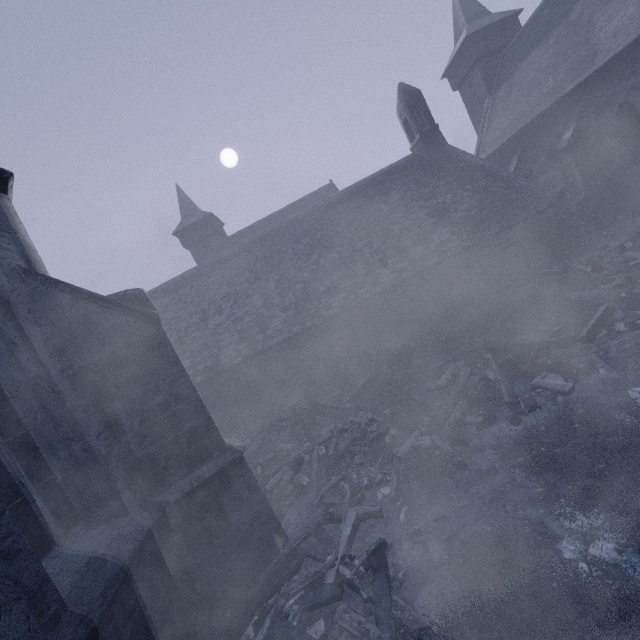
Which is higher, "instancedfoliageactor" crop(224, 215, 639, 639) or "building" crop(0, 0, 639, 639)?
"building" crop(0, 0, 639, 639)

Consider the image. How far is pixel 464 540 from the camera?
4.0 meters

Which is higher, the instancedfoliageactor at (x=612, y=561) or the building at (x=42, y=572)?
the building at (x=42, y=572)
